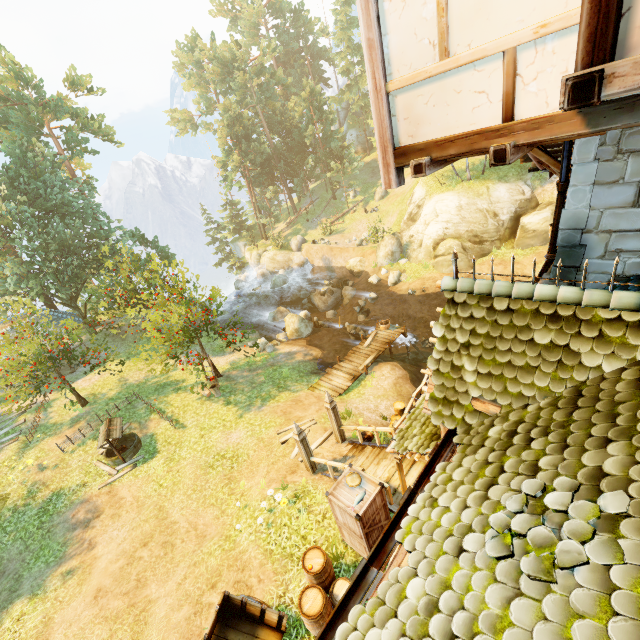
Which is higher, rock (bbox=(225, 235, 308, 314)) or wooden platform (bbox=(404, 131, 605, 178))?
wooden platform (bbox=(404, 131, 605, 178))

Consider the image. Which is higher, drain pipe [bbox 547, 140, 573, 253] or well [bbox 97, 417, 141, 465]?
drain pipe [bbox 547, 140, 573, 253]

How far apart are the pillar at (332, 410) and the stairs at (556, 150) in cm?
862

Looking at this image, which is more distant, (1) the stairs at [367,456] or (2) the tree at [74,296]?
(2) the tree at [74,296]

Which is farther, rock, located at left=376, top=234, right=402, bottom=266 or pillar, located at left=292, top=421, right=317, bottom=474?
rock, located at left=376, top=234, right=402, bottom=266

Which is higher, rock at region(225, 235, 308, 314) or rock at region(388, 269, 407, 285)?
rock at region(388, 269, 407, 285)

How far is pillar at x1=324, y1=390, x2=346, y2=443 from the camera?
11.4m

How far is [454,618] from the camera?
2.5 meters
